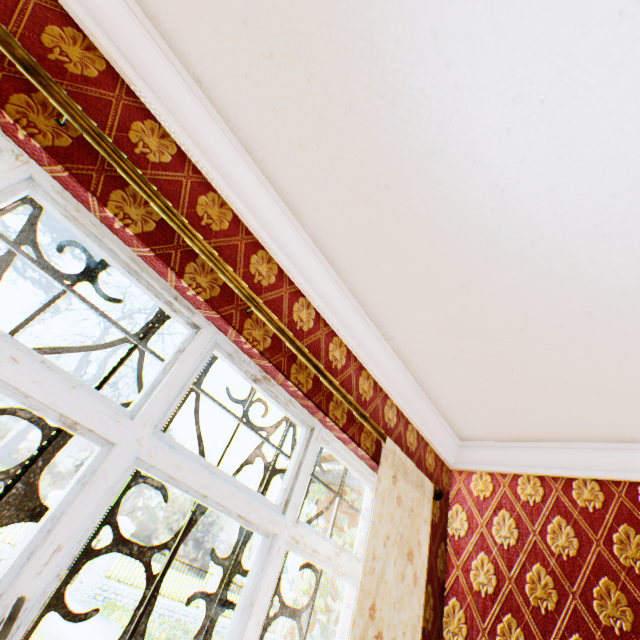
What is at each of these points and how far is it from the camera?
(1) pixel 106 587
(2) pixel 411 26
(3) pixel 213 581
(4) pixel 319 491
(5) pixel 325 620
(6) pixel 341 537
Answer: (1) fence, 11.74m
(2) building, 1.10m
(3) fence column, 14.69m
(4) ivy, 3.99m
(5) ivy, 3.08m
(6) ivy, 3.53m

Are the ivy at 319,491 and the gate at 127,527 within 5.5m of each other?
no

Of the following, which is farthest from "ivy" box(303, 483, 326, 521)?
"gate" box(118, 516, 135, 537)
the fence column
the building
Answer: the fence column

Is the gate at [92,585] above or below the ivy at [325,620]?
below

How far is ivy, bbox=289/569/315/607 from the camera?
3.31m

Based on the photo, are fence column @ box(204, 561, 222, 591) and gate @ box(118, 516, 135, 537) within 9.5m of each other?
yes

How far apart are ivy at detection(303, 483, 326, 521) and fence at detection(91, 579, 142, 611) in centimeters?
1267cm

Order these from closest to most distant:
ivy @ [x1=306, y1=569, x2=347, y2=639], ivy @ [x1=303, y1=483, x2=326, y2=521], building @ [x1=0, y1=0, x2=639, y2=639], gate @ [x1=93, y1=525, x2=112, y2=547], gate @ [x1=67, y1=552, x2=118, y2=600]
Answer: building @ [x1=0, y1=0, x2=639, y2=639] → ivy @ [x1=306, y1=569, x2=347, y2=639] → ivy @ [x1=303, y1=483, x2=326, y2=521] → gate @ [x1=67, y1=552, x2=118, y2=600] → gate @ [x1=93, y1=525, x2=112, y2=547]
